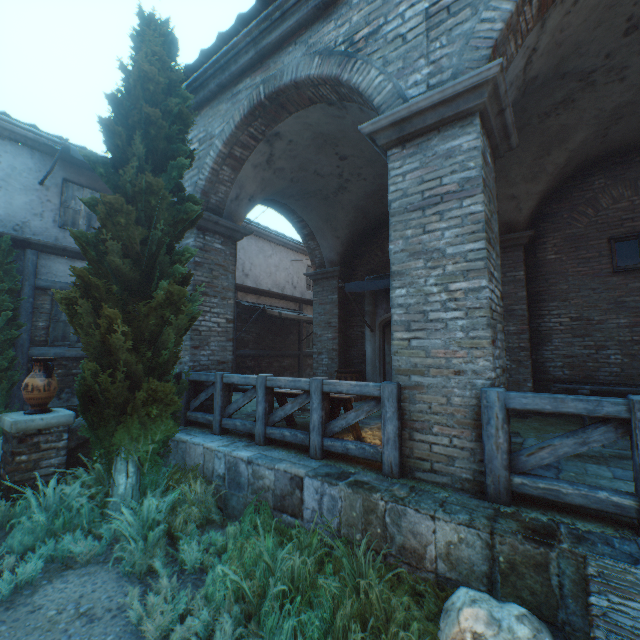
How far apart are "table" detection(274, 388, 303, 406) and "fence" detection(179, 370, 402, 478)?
0.0m

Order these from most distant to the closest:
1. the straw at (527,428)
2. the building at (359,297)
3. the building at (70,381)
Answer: the building at (359,297)
the building at (70,381)
the straw at (527,428)

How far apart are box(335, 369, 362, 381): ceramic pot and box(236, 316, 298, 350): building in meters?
4.6

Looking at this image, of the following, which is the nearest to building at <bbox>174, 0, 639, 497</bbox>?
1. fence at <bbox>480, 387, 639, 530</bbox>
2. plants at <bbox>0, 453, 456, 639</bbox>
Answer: plants at <bbox>0, 453, 456, 639</bbox>

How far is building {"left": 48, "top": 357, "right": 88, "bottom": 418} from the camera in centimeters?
792cm

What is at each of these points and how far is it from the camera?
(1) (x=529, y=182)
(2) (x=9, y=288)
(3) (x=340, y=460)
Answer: (1) building, 6.8m
(2) tree, 6.7m
(3) straw, 3.9m

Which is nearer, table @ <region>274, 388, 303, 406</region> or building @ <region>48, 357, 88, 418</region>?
table @ <region>274, 388, 303, 406</region>

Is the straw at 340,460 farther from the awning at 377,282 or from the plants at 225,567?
the awning at 377,282
